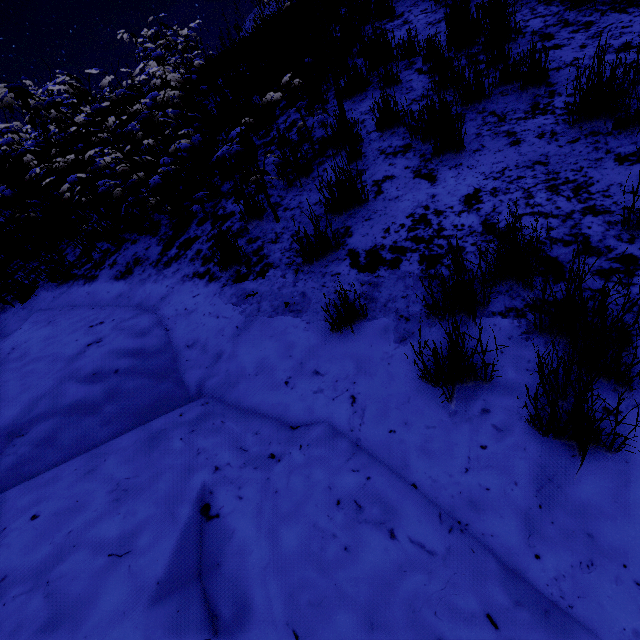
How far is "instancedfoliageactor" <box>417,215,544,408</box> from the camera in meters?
1.6 m

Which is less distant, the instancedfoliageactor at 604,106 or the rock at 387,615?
the rock at 387,615

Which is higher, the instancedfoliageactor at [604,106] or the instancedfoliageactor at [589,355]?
the instancedfoliageactor at [604,106]

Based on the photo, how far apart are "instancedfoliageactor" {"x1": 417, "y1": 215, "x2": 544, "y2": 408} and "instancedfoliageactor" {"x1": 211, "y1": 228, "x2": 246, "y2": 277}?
1.72m

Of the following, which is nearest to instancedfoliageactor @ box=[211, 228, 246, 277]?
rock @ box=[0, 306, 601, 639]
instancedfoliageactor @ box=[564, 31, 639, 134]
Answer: rock @ box=[0, 306, 601, 639]

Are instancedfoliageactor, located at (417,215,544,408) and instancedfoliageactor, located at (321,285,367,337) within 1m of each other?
yes

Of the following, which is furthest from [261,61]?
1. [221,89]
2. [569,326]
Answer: [569,326]

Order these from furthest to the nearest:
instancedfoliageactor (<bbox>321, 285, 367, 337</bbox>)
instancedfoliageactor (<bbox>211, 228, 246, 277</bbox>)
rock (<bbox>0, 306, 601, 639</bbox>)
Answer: instancedfoliageactor (<bbox>211, 228, 246, 277</bbox>), instancedfoliageactor (<bbox>321, 285, 367, 337</bbox>), rock (<bbox>0, 306, 601, 639</bbox>)
